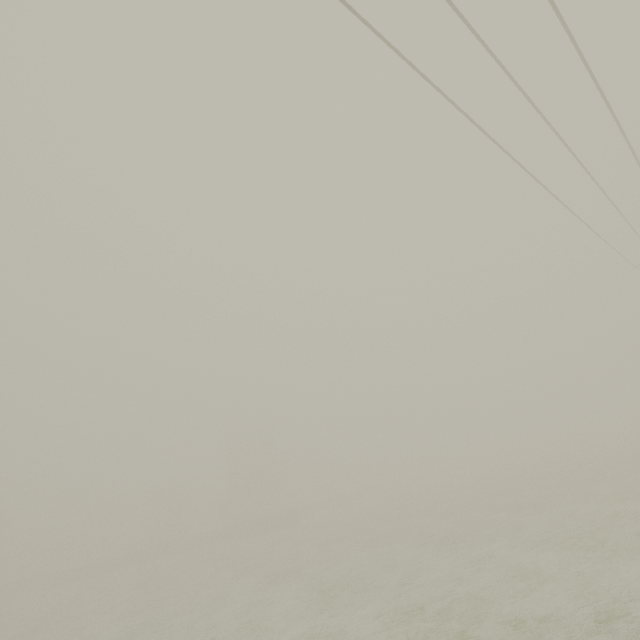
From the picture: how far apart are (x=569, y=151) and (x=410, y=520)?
23.88m
